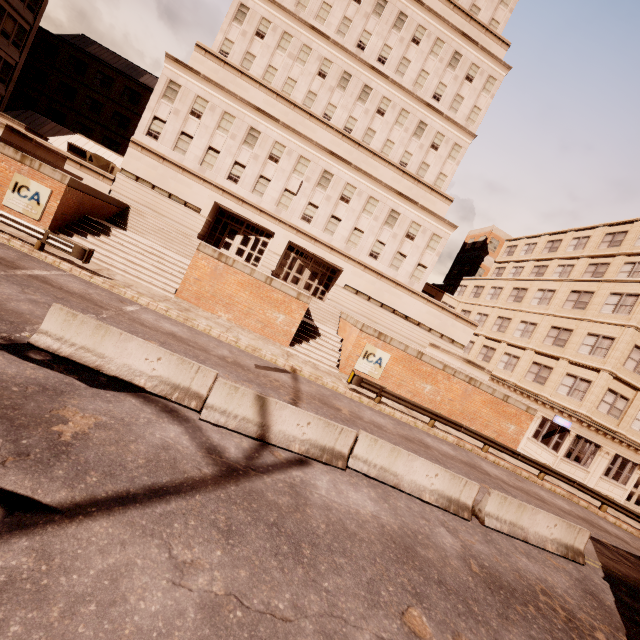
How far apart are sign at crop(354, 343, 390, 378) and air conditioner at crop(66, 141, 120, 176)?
26.3m

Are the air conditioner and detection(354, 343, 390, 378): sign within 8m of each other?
no

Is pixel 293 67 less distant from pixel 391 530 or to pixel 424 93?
pixel 424 93

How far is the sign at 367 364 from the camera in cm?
1977

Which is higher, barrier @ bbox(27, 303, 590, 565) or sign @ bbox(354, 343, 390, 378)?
sign @ bbox(354, 343, 390, 378)

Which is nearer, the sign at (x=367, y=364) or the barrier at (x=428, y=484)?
the barrier at (x=428, y=484)

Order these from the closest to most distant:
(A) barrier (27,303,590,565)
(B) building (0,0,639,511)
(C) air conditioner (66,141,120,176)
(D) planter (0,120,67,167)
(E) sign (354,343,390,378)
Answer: (A) barrier (27,303,590,565) < (D) planter (0,120,67,167) < (E) sign (354,343,390,378) < (B) building (0,0,639,511) < (C) air conditioner (66,141,120,176)

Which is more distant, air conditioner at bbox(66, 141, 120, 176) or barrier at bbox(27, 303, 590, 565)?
air conditioner at bbox(66, 141, 120, 176)
